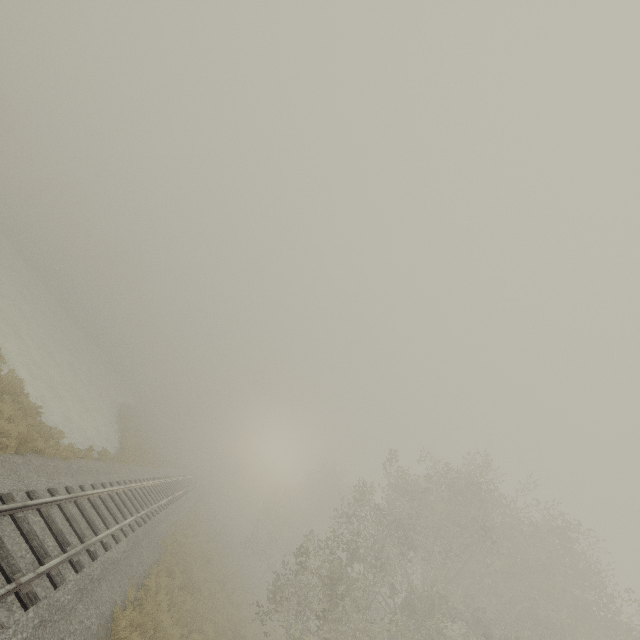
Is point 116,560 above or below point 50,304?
above
